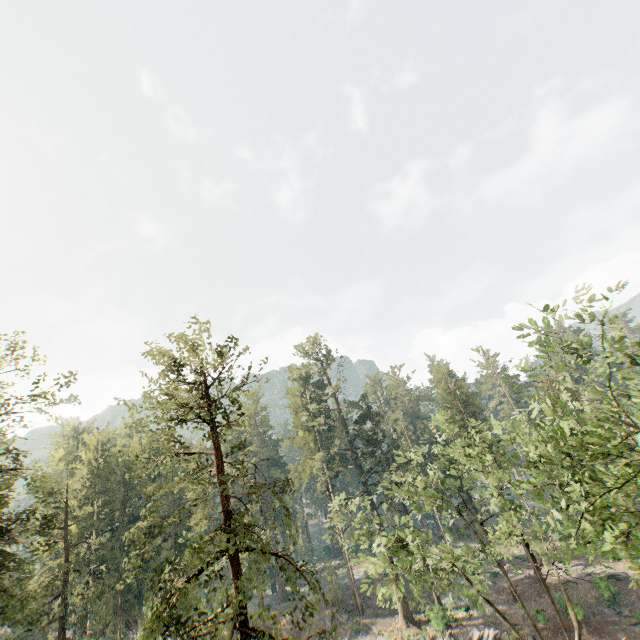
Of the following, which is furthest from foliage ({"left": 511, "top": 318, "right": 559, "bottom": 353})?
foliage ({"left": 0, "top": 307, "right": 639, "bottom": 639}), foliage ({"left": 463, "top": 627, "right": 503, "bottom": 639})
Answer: foliage ({"left": 463, "top": 627, "right": 503, "bottom": 639})

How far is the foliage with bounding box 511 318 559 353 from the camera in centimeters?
977cm

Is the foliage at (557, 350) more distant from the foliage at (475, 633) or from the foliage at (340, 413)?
the foliage at (475, 633)

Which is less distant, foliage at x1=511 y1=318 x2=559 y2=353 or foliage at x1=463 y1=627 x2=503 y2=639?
foliage at x1=511 y1=318 x2=559 y2=353

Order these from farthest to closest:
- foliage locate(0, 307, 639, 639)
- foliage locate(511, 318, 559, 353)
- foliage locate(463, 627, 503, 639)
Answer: foliage locate(463, 627, 503, 639)
foliage locate(0, 307, 639, 639)
foliage locate(511, 318, 559, 353)

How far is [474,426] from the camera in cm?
4409

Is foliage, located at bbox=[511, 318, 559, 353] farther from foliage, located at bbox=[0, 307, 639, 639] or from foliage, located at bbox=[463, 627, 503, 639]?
foliage, located at bbox=[463, 627, 503, 639]

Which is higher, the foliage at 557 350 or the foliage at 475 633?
the foliage at 557 350
